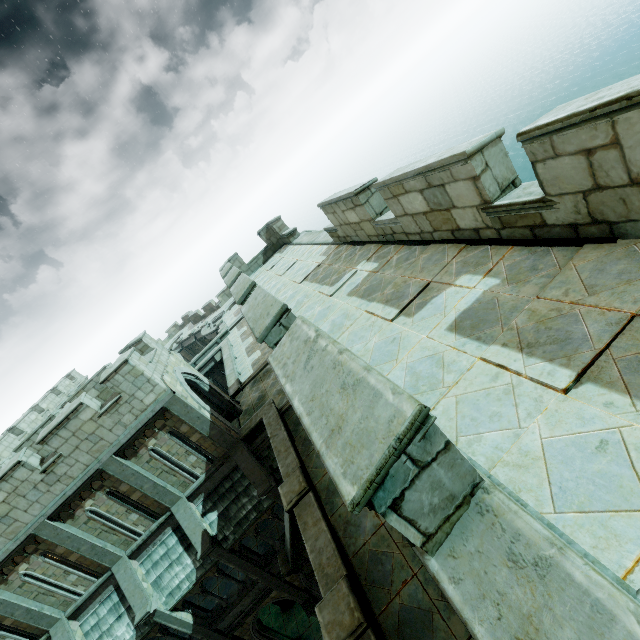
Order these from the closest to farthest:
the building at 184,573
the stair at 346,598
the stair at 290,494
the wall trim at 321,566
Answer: the stair at 346,598 → the wall trim at 321,566 → the stair at 290,494 → the building at 184,573

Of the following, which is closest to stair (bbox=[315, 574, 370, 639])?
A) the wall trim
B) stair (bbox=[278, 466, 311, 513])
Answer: the wall trim

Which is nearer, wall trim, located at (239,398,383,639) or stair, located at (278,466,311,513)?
wall trim, located at (239,398,383,639)

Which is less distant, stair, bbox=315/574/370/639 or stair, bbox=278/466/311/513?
stair, bbox=315/574/370/639

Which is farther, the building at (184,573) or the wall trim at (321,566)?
the building at (184,573)

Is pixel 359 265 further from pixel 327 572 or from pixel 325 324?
pixel 327 572

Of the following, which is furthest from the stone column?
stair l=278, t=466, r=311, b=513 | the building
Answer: the building

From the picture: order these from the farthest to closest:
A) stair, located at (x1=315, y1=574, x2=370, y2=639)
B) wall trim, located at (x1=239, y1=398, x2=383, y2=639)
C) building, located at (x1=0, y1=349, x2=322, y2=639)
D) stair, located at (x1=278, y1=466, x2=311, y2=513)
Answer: building, located at (x1=0, y1=349, x2=322, y2=639) < stair, located at (x1=278, y1=466, x2=311, y2=513) < wall trim, located at (x1=239, y1=398, x2=383, y2=639) < stair, located at (x1=315, y1=574, x2=370, y2=639)
